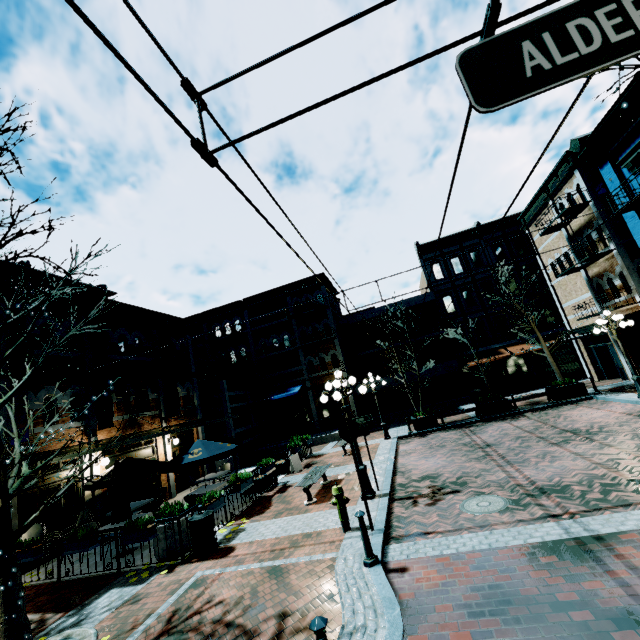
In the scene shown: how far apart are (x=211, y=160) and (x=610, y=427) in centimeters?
1408cm

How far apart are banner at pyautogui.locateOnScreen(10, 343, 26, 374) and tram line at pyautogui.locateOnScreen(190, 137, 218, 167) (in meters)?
12.04

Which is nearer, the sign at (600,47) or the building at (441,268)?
the sign at (600,47)

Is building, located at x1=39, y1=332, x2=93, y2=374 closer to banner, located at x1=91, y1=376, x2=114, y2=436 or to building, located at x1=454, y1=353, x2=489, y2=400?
banner, located at x1=91, y1=376, x2=114, y2=436

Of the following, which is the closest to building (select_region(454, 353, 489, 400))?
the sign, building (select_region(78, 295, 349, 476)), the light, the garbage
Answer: building (select_region(78, 295, 349, 476))

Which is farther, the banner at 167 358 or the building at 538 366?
the building at 538 366

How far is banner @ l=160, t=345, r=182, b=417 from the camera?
16.7 meters

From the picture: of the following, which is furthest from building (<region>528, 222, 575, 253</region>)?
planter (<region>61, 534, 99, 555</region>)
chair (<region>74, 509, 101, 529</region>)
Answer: chair (<region>74, 509, 101, 529</region>)
